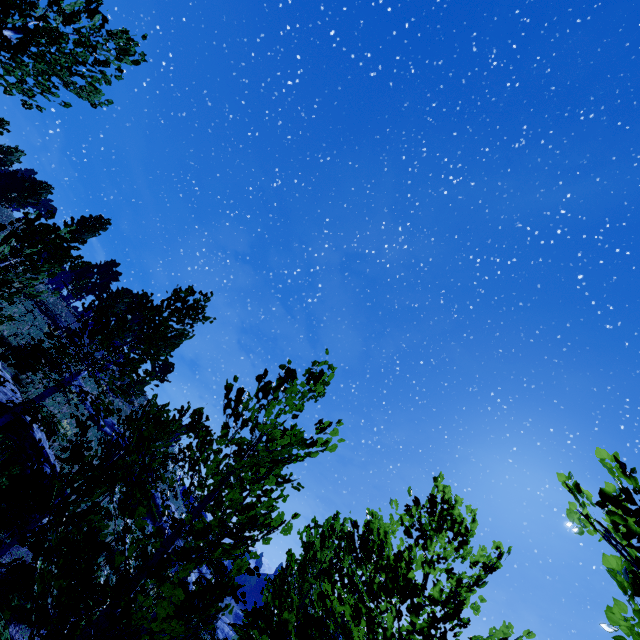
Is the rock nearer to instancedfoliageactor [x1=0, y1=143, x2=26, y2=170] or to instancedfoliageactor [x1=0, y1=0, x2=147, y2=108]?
instancedfoliageactor [x1=0, y1=0, x2=147, y2=108]

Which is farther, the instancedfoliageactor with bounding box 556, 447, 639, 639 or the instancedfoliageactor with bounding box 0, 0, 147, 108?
the instancedfoliageactor with bounding box 0, 0, 147, 108

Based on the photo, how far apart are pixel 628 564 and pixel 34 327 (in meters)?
27.05

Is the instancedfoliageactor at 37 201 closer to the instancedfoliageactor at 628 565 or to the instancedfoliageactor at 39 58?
the instancedfoliageactor at 39 58

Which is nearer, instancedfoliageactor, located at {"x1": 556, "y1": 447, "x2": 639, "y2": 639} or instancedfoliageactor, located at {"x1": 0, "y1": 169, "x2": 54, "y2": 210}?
instancedfoliageactor, located at {"x1": 556, "y1": 447, "x2": 639, "y2": 639}

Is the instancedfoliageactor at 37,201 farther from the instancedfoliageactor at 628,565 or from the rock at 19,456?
the instancedfoliageactor at 628,565

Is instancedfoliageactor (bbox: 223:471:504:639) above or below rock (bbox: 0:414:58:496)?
above
